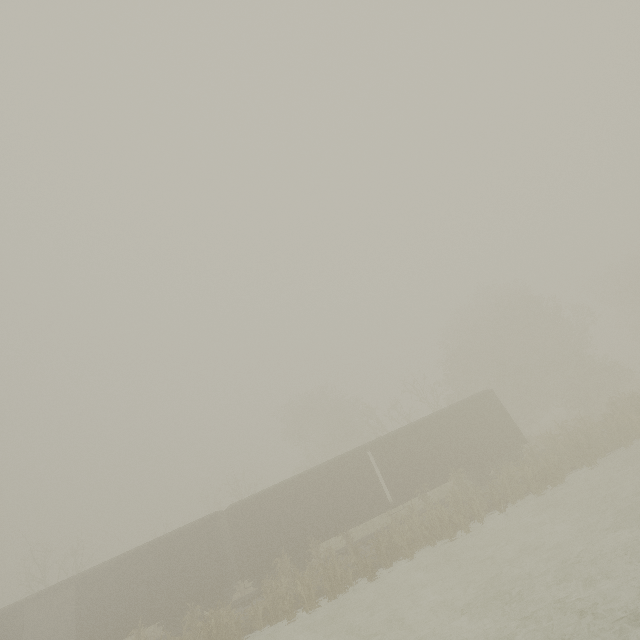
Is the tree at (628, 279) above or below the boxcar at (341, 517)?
above

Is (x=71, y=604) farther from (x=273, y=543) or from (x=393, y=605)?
(x=393, y=605)

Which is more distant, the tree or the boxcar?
the tree

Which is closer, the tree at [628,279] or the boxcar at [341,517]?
the boxcar at [341,517]

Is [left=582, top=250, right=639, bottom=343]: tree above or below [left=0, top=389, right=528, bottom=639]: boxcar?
above
